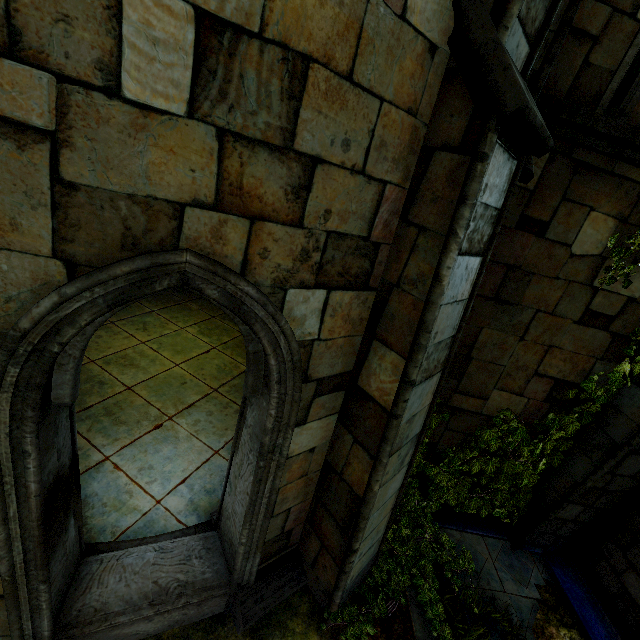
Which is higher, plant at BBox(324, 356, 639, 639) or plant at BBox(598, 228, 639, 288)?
plant at BBox(598, 228, 639, 288)

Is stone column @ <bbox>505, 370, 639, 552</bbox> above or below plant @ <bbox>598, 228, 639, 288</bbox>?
below

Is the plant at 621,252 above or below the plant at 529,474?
above

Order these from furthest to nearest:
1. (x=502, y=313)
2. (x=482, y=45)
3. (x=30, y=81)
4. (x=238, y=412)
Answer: (x=238, y=412), (x=502, y=313), (x=482, y=45), (x=30, y=81)

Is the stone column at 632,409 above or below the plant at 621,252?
below
